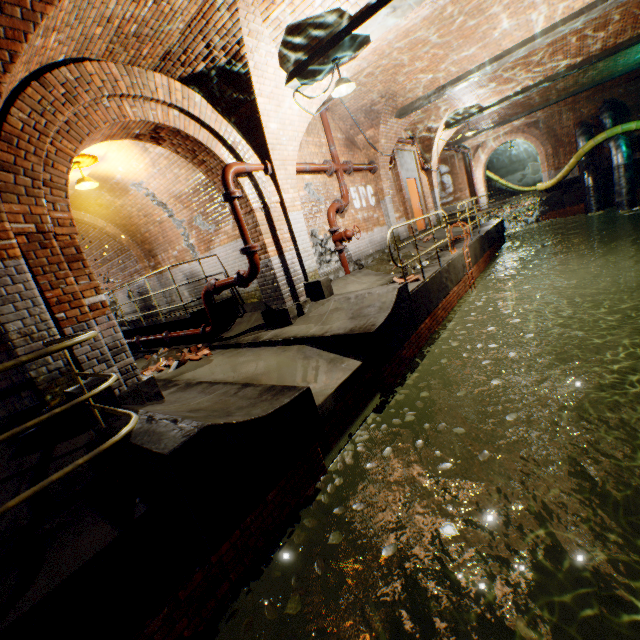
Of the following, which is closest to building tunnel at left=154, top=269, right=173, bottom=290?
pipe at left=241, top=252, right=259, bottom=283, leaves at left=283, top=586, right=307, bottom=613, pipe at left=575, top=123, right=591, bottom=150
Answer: pipe at left=241, top=252, right=259, bottom=283

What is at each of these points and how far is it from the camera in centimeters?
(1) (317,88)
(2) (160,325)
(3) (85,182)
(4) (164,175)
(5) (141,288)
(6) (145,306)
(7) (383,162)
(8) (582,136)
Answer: (1) support arch, 648cm
(2) walkway, 929cm
(3) ceiling light, 664cm
(4) building tunnel, 769cm
(5) building tunnel, 1202cm
(6) building tunnel, 1240cm
(7) support arch, 1040cm
(8) pipe, 1719cm

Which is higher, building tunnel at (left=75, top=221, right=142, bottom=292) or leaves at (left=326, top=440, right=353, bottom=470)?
building tunnel at (left=75, top=221, right=142, bottom=292)

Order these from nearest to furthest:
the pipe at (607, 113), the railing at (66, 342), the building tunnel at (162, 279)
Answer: the railing at (66, 342)
the building tunnel at (162, 279)
the pipe at (607, 113)

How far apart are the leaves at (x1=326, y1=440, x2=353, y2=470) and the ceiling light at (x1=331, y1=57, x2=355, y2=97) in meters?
4.9 m

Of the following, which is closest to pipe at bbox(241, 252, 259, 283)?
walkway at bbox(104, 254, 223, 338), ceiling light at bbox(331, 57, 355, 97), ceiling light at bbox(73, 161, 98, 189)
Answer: walkway at bbox(104, 254, 223, 338)

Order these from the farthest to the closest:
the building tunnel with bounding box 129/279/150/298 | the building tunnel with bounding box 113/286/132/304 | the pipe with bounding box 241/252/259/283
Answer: the building tunnel with bounding box 113/286/132/304 < the building tunnel with bounding box 129/279/150/298 < the pipe with bounding box 241/252/259/283

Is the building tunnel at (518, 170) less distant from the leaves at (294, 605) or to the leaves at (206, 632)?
the leaves at (206, 632)
